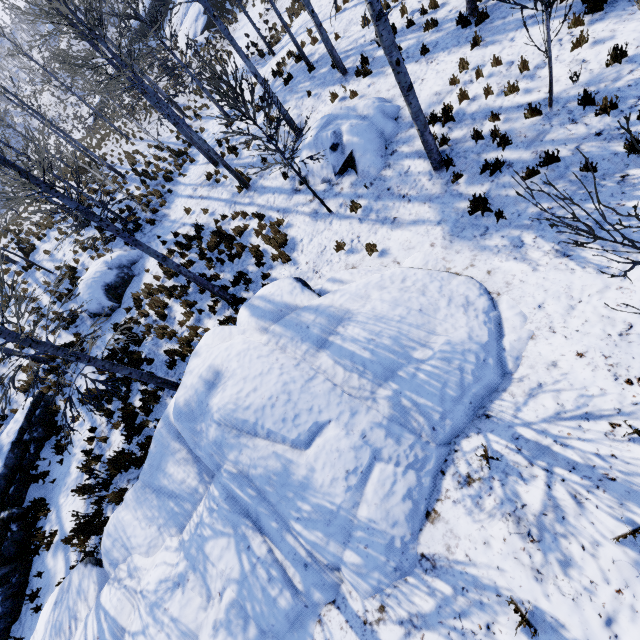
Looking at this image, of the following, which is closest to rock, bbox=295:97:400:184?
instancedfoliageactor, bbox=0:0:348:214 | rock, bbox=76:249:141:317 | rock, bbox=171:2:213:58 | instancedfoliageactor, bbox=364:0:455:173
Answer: instancedfoliageactor, bbox=364:0:455:173

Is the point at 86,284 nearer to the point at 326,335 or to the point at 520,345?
the point at 326,335

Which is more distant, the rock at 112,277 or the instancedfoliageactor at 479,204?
the rock at 112,277

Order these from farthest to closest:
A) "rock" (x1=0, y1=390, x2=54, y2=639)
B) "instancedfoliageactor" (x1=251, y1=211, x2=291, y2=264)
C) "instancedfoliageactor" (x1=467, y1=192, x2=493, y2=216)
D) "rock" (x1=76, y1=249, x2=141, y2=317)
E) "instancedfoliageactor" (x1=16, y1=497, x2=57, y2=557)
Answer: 1. "rock" (x1=76, y1=249, x2=141, y2=317)
2. "instancedfoliageactor" (x1=251, y1=211, x2=291, y2=264)
3. "instancedfoliageactor" (x1=16, y1=497, x2=57, y2=557)
4. "rock" (x1=0, y1=390, x2=54, y2=639)
5. "instancedfoliageactor" (x1=467, y1=192, x2=493, y2=216)

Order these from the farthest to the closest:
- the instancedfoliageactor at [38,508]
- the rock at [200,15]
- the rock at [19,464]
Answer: the rock at [200,15], the instancedfoliageactor at [38,508], the rock at [19,464]

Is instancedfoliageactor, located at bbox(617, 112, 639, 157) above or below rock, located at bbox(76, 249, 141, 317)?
below

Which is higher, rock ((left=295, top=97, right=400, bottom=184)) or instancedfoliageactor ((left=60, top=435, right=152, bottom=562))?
instancedfoliageactor ((left=60, top=435, right=152, bottom=562))

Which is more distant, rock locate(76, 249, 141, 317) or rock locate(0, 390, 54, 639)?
rock locate(76, 249, 141, 317)
